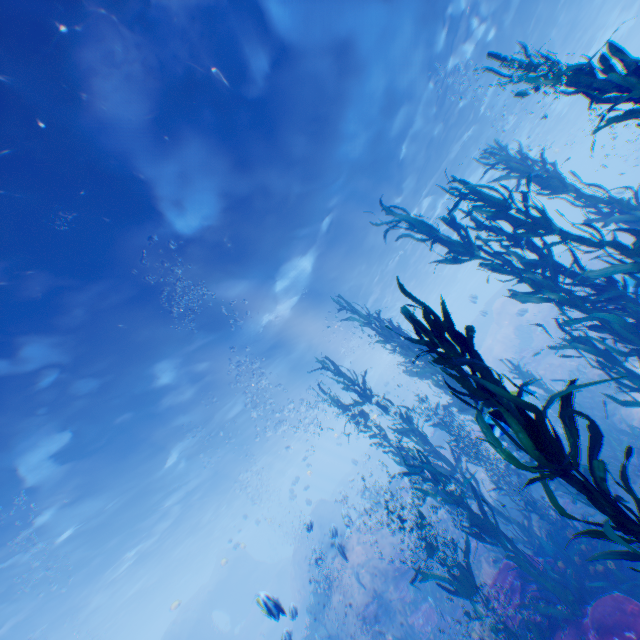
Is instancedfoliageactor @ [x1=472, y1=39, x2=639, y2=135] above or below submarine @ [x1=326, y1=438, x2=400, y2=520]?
above

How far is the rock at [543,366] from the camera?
18.25m

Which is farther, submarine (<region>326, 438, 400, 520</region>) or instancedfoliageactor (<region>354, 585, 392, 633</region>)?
submarine (<region>326, 438, 400, 520</region>)

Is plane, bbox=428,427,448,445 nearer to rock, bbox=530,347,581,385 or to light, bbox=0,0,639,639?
rock, bbox=530,347,581,385

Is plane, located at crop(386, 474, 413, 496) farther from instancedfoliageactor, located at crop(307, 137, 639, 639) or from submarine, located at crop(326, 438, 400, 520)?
instancedfoliageactor, located at crop(307, 137, 639, 639)

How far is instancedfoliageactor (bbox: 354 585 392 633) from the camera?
11.84m

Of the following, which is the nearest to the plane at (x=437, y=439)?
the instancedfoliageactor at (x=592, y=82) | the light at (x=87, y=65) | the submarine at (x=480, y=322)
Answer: the submarine at (x=480, y=322)

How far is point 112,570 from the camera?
22.2m
